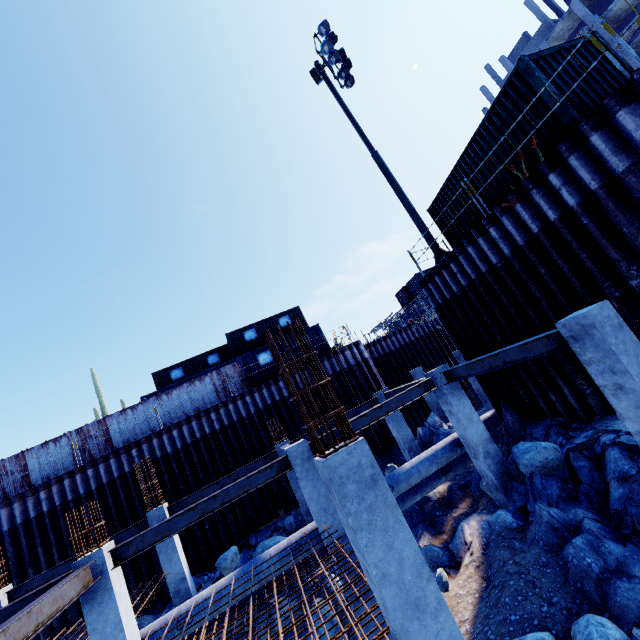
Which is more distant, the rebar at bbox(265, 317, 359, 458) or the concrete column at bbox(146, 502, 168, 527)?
the concrete column at bbox(146, 502, 168, 527)

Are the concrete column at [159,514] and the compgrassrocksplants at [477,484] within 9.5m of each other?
no

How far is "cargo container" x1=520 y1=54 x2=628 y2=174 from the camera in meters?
7.4

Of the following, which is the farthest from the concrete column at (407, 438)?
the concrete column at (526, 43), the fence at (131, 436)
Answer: the concrete column at (526, 43)

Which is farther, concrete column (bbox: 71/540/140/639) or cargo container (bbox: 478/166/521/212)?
cargo container (bbox: 478/166/521/212)

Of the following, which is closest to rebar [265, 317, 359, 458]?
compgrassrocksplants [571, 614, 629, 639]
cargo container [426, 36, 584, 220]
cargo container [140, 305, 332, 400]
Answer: compgrassrocksplants [571, 614, 629, 639]

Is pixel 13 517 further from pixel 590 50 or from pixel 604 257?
pixel 590 50
